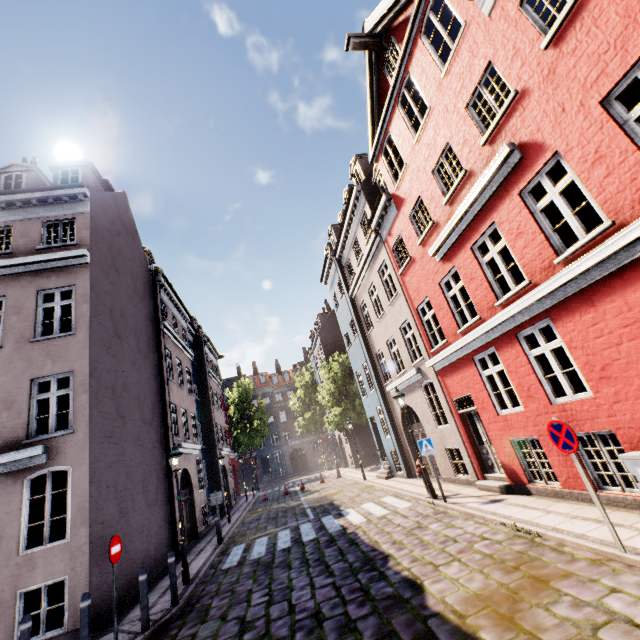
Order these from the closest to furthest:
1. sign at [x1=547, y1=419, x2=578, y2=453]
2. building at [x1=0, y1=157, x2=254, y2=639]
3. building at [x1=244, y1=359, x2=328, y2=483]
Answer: sign at [x1=547, y1=419, x2=578, y2=453]
building at [x1=0, y1=157, x2=254, y2=639]
building at [x1=244, y1=359, x2=328, y2=483]

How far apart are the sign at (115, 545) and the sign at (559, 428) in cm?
898

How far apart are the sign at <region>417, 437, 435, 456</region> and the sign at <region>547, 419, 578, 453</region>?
5.37m

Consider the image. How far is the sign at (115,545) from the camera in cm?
678

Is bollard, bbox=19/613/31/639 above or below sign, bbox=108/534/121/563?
below

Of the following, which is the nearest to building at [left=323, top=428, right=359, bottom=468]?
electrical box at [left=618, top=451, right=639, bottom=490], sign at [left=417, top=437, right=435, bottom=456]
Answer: electrical box at [left=618, top=451, right=639, bottom=490]

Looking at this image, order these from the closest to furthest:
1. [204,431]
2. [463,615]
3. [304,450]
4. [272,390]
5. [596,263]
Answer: [463,615], [596,263], [204,431], [304,450], [272,390]

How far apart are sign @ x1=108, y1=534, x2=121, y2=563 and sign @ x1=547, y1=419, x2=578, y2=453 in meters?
9.0
